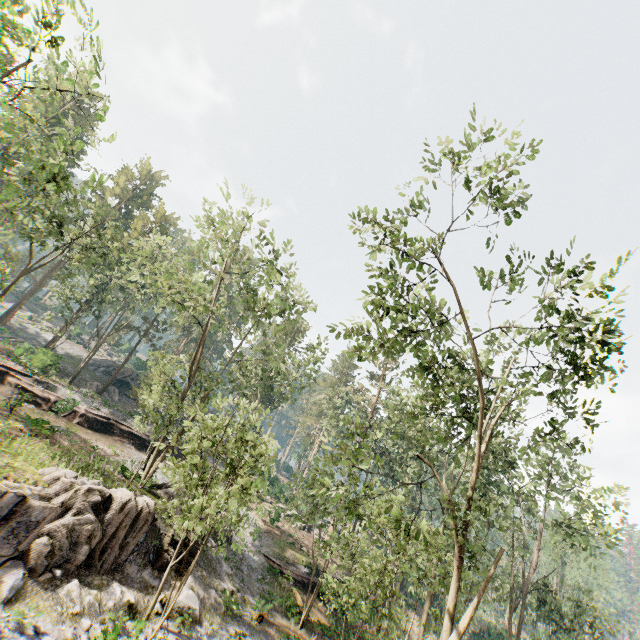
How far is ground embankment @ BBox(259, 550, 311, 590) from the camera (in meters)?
24.91

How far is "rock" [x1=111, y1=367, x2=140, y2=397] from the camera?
45.38m

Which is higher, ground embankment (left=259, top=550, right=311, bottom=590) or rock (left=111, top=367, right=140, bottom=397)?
rock (left=111, top=367, right=140, bottom=397)

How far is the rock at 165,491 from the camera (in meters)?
20.62

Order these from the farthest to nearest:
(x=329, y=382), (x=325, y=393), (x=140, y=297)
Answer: (x=329, y=382), (x=325, y=393), (x=140, y=297)

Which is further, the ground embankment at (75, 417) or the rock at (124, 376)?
the rock at (124, 376)

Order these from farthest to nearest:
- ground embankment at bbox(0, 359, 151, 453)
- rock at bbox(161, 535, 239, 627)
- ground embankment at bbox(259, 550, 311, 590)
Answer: ground embankment at bbox(0, 359, 151, 453), ground embankment at bbox(259, 550, 311, 590), rock at bbox(161, 535, 239, 627)

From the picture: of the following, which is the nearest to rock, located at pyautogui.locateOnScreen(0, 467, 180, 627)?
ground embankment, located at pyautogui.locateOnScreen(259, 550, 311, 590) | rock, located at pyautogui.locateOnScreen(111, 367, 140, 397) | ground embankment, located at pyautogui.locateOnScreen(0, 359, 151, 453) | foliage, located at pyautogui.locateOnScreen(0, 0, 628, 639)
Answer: foliage, located at pyautogui.locateOnScreen(0, 0, 628, 639)
